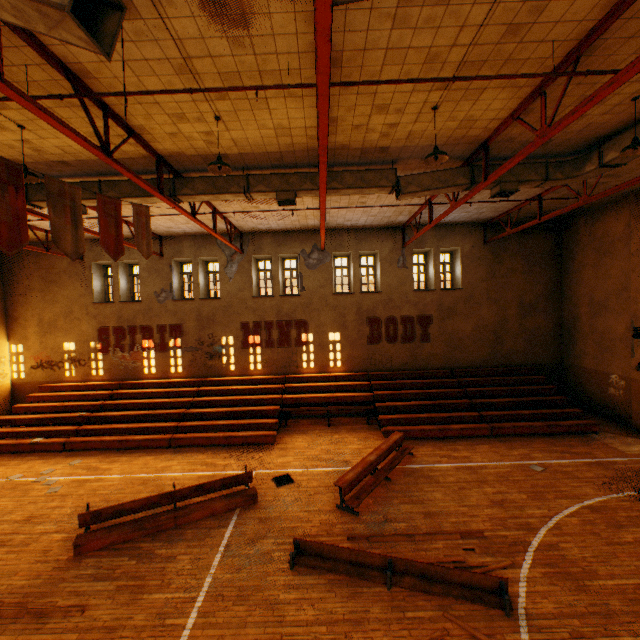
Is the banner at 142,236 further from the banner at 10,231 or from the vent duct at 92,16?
the banner at 10,231

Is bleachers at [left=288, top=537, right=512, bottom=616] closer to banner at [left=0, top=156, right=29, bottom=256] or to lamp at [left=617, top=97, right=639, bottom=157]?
banner at [left=0, top=156, right=29, bottom=256]

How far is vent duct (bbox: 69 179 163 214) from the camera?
8.7 meters

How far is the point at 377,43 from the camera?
4.75m

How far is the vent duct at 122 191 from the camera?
8.7m

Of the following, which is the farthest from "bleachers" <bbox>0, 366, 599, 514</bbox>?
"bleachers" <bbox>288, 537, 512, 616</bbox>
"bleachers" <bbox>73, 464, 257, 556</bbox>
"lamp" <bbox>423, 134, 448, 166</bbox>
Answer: "lamp" <bbox>423, 134, 448, 166</bbox>

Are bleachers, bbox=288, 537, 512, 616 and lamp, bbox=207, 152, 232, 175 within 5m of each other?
no
